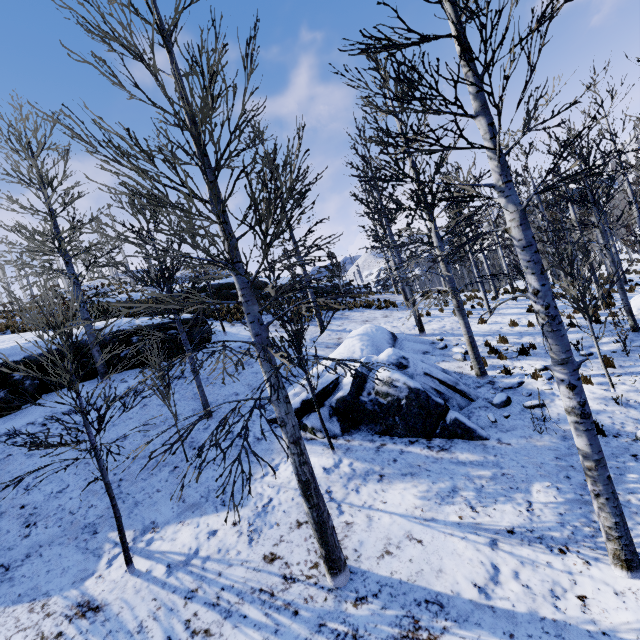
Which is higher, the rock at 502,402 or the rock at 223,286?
the rock at 223,286

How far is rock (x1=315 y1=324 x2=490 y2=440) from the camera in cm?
714

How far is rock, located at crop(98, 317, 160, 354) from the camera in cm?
1130

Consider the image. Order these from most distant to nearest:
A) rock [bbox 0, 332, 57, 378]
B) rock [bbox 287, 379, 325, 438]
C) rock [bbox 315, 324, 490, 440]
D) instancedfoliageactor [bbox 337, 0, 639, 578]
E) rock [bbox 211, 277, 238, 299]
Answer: rock [bbox 211, 277, 238, 299], rock [bbox 0, 332, 57, 378], rock [bbox 287, 379, 325, 438], rock [bbox 315, 324, 490, 440], instancedfoliageactor [bbox 337, 0, 639, 578]

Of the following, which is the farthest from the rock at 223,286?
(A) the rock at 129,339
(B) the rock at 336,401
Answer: (B) the rock at 336,401

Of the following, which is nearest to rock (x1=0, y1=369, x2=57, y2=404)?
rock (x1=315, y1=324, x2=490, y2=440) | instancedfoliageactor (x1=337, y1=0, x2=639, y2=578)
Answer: rock (x1=315, y1=324, x2=490, y2=440)

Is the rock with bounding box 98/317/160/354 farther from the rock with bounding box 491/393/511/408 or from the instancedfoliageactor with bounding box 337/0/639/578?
the instancedfoliageactor with bounding box 337/0/639/578

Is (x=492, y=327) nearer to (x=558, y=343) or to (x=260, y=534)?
(x=558, y=343)
